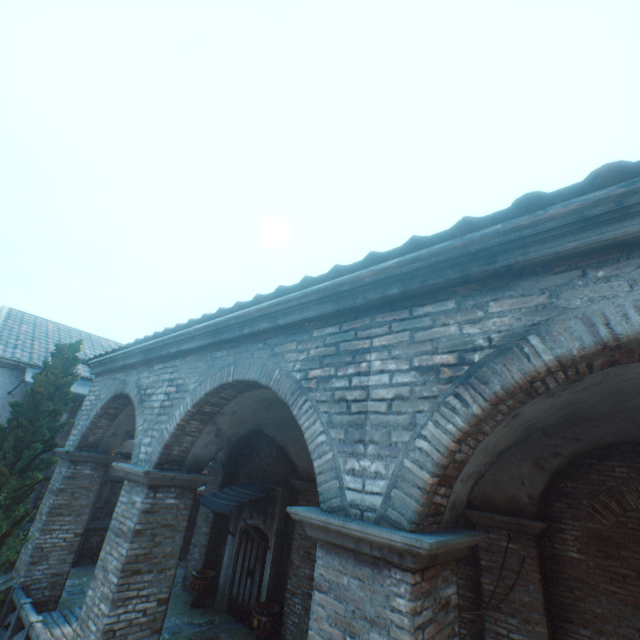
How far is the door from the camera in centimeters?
949cm

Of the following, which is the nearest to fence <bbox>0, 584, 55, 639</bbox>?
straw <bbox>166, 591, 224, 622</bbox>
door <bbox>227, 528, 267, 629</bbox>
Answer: straw <bbox>166, 591, 224, 622</bbox>

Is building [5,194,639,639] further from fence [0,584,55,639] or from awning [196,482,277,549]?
awning [196,482,277,549]

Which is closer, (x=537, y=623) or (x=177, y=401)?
(x=537, y=623)

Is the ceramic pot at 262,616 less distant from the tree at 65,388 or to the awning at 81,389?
the tree at 65,388

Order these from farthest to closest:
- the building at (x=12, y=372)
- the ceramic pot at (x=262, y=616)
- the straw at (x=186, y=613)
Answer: the building at (x=12, y=372) → the straw at (x=186, y=613) → the ceramic pot at (x=262, y=616)

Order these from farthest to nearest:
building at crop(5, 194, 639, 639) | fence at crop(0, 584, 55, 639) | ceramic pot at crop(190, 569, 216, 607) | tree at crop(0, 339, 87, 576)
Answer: ceramic pot at crop(190, 569, 216, 607) < tree at crop(0, 339, 87, 576) < fence at crop(0, 584, 55, 639) < building at crop(5, 194, 639, 639)

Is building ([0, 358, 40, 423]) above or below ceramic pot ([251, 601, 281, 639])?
above
